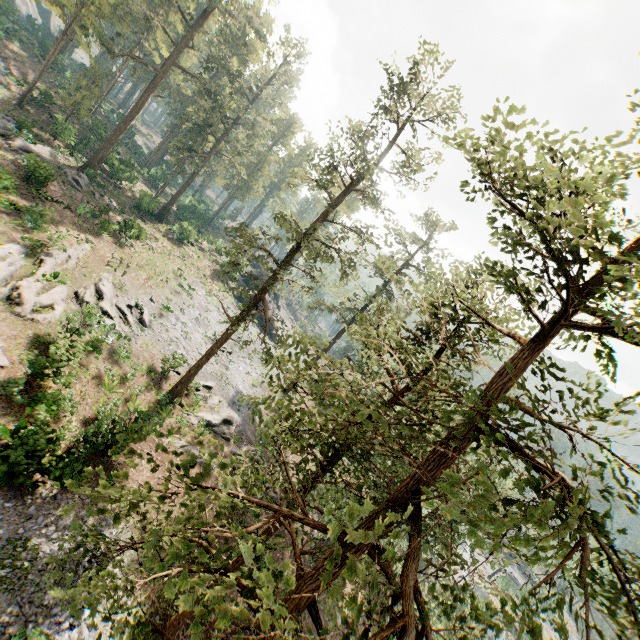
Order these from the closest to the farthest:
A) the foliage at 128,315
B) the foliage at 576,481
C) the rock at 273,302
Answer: the foliage at 576,481 < the foliage at 128,315 < the rock at 273,302

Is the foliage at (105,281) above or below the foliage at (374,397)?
below

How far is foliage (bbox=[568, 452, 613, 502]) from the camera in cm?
425

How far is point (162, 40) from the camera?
55.5m

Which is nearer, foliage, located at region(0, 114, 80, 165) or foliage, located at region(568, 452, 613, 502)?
foliage, located at region(568, 452, 613, 502)
